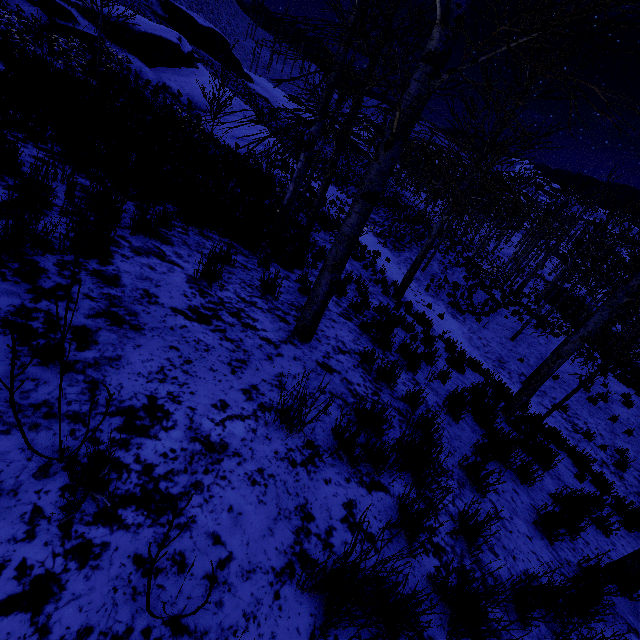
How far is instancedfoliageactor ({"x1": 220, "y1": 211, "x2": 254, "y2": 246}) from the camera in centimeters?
541cm

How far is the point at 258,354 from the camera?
2.9 meters

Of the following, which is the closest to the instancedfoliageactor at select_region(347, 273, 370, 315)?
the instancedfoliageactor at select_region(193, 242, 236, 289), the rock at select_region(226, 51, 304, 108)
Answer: the instancedfoliageactor at select_region(193, 242, 236, 289)

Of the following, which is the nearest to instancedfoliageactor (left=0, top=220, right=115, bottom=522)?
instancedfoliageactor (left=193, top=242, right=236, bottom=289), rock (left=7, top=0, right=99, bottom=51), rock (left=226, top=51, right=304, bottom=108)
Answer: instancedfoliageactor (left=193, top=242, right=236, bottom=289)

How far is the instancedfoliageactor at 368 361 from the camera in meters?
4.0 m

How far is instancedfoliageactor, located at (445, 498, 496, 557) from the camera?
2.3m

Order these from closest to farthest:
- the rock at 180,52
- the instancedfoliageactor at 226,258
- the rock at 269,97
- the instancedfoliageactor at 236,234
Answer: the instancedfoliageactor at 226,258
the instancedfoliageactor at 236,234
the rock at 180,52
the rock at 269,97
